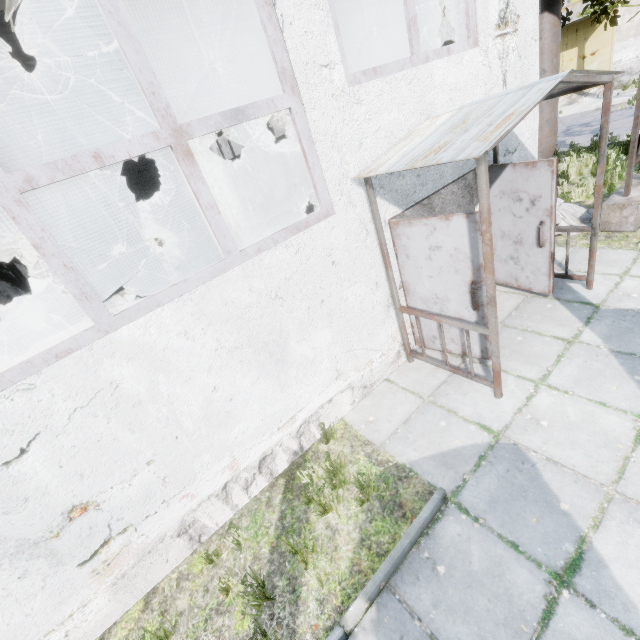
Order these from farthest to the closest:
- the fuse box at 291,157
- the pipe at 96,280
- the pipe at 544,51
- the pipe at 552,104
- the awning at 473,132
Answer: the fuse box at 291,157, the pipe at 96,280, the pipe at 552,104, the pipe at 544,51, the awning at 473,132

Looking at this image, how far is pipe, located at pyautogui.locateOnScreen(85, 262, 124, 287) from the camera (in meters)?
16.25

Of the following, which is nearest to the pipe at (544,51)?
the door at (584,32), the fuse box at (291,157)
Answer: the fuse box at (291,157)

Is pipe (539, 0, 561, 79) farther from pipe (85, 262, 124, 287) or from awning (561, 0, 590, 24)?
awning (561, 0, 590, 24)

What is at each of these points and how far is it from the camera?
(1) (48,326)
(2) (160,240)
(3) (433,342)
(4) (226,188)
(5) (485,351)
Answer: (1) power box, 7.7m
(2) boiler box, 10.0m
(3) door, 5.1m
(4) boiler box, 10.9m
(5) door, 4.6m

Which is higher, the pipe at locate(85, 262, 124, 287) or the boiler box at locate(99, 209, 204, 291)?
the boiler box at locate(99, 209, 204, 291)

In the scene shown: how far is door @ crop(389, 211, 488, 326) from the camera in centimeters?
385cm
